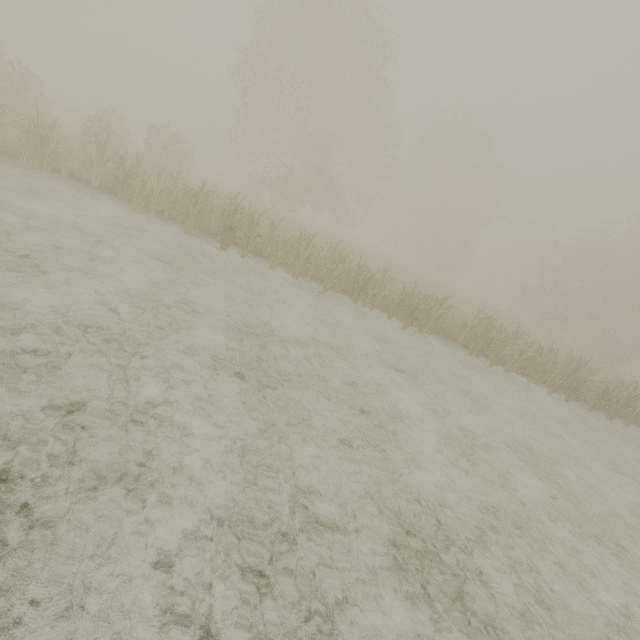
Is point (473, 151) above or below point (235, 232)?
above
